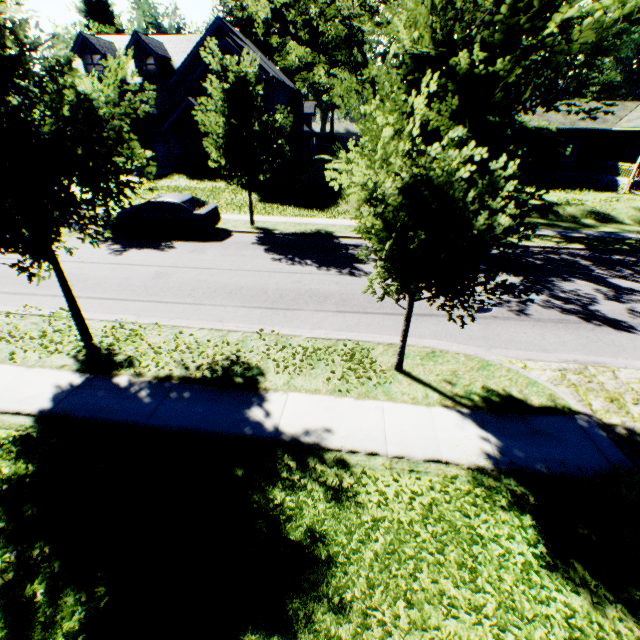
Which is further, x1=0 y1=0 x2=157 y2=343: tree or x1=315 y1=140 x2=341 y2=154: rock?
x1=315 y1=140 x2=341 y2=154: rock

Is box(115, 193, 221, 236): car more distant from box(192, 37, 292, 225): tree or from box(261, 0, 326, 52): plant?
box(261, 0, 326, 52): plant

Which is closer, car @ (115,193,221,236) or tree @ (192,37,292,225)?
tree @ (192,37,292,225)

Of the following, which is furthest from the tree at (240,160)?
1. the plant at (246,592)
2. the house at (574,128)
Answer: the house at (574,128)

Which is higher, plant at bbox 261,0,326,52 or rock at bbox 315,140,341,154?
plant at bbox 261,0,326,52

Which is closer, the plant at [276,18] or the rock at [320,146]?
the plant at [276,18]

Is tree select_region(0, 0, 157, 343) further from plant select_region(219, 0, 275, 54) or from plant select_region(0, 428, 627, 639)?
plant select_region(0, 428, 627, 639)

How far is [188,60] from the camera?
27.55m
